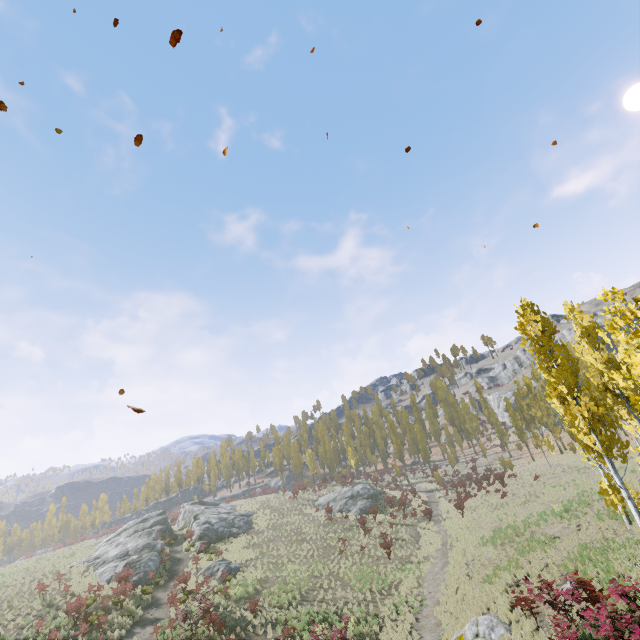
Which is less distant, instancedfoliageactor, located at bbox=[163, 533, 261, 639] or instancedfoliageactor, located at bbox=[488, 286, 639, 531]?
instancedfoliageactor, located at bbox=[488, 286, 639, 531]

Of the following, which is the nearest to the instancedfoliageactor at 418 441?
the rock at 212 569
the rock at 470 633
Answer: the rock at 470 633

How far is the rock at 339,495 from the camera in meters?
41.0 m

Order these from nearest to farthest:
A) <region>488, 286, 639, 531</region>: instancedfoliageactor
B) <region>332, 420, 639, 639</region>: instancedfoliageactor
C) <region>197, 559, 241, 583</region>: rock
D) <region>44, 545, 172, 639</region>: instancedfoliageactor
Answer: <region>488, 286, 639, 531</region>: instancedfoliageactor → <region>332, 420, 639, 639</region>: instancedfoliageactor → <region>44, 545, 172, 639</region>: instancedfoliageactor → <region>197, 559, 241, 583</region>: rock

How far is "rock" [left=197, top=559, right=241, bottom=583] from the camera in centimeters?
2595cm

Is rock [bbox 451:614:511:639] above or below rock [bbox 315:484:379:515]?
below

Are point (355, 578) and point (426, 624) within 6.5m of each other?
no

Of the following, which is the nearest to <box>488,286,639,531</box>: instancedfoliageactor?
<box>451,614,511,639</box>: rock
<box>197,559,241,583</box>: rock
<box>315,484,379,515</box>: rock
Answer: <box>451,614,511,639</box>: rock
